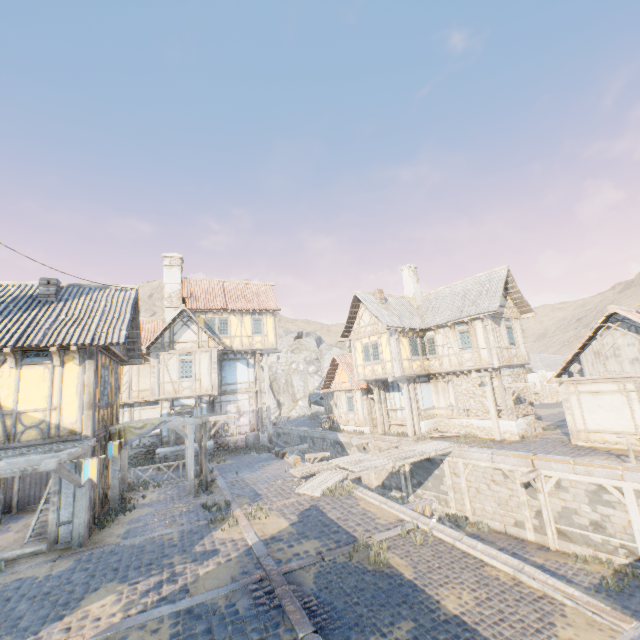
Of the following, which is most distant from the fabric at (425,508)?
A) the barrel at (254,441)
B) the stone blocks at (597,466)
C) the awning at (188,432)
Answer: the barrel at (254,441)

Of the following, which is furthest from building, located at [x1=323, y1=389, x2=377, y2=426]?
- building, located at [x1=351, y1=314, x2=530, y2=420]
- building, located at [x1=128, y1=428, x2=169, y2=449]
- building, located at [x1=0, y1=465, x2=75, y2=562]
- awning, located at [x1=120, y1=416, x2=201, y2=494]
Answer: building, located at [x1=0, y1=465, x2=75, y2=562]

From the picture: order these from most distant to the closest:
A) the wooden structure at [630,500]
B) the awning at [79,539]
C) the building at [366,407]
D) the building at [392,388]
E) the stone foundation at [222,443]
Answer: the building at [366,407] < the building at [392,388] < the stone foundation at [222,443] < the wooden structure at [630,500] < the awning at [79,539]

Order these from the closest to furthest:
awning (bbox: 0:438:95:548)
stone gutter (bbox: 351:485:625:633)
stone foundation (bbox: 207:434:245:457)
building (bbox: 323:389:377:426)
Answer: stone gutter (bbox: 351:485:625:633) < awning (bbox: 0:438:95:548) < stone foundation (bbox: 207:434:245:457) < building (bbox: 323:389:377:426)

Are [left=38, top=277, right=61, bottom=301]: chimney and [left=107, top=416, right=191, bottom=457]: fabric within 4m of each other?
no

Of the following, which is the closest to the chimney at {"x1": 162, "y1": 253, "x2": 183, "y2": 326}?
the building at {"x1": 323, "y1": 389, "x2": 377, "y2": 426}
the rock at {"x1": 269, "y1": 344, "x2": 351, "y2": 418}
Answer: the rock at {"x1": 269, "y1": 344, "x2": 351, "y2": 418}

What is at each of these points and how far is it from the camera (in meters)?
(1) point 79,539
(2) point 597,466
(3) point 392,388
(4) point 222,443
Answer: (1) awning, 9.23
(2) stone blocks, 11.82
(3) building, 22.95
(4) stone foundation, 21.91

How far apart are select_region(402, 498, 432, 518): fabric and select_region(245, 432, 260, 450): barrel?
13.3 meters
